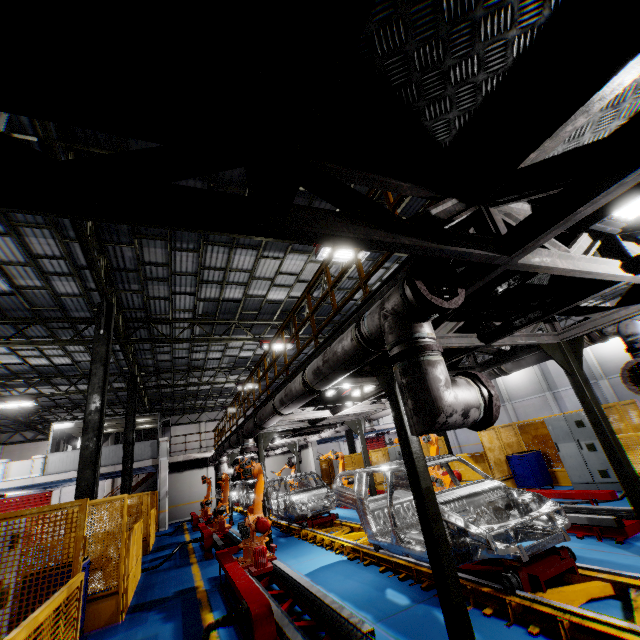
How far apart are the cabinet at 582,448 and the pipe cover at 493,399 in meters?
8.9 m

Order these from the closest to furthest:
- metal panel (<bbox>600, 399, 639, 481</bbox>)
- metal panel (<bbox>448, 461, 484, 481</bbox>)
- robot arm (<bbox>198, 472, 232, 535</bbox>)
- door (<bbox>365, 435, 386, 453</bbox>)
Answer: metal panel (<bbox>600, 399, 639, 481</bbox>), metal panel (<bbox>448, 461, 484, 481</bbox>), robot arm (<bbox>198, 472, 232, 535</bbox>), door (<bbox>365, 435, 386, 453</bbox>)

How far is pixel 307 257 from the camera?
12.1m

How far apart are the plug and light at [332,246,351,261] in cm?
769

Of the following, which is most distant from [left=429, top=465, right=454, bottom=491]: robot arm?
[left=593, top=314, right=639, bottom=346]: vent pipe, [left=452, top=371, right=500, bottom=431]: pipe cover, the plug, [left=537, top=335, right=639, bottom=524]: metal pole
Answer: [left=452, top=371, right=500, bottom=431]: pipe cover

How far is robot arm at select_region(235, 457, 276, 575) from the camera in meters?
6.7

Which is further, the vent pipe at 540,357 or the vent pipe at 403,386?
the vent pipe at 540,357

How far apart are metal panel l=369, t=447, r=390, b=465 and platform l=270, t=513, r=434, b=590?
4.6 meters
